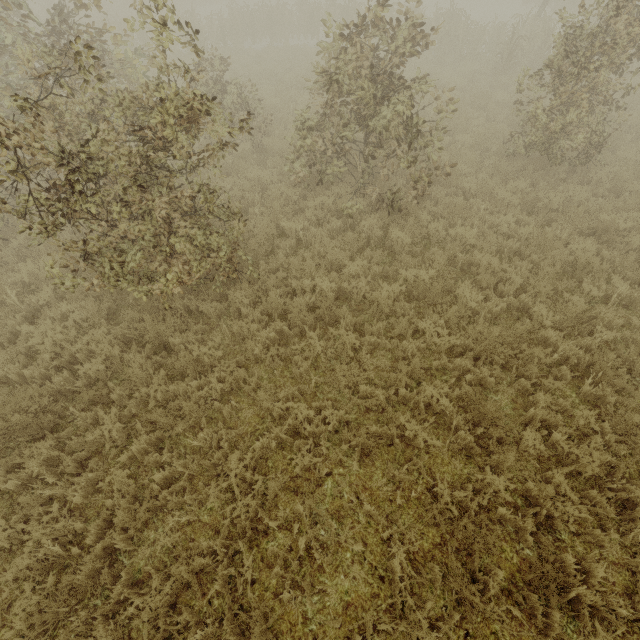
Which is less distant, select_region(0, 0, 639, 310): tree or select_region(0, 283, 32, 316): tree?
select_region(0, 0, 639, 310): tree

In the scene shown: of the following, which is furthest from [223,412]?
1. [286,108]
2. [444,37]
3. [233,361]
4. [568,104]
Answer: [444,37]

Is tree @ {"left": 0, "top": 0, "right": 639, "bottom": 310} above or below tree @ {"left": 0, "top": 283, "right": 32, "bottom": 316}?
above

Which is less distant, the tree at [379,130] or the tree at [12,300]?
the tree at [379,130]

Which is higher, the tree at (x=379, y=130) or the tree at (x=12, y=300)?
the tree at (x=379, y=130)
